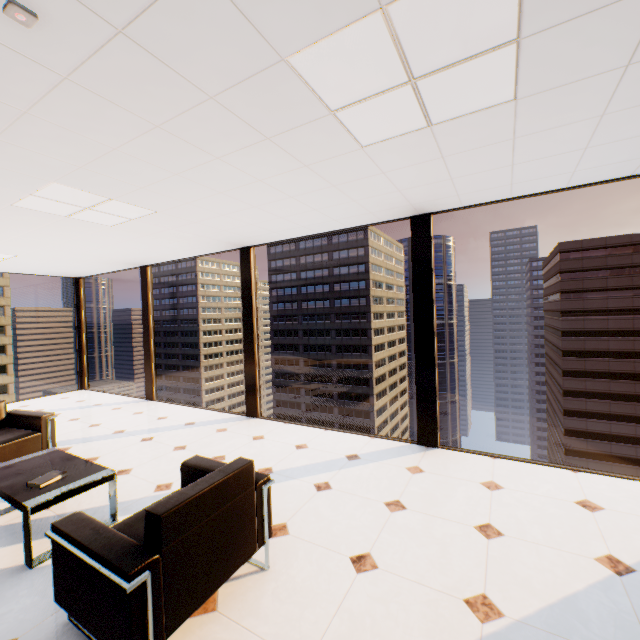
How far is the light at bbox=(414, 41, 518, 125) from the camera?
1.6 meters

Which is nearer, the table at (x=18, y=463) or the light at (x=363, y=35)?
the light at (x=363, y=35)

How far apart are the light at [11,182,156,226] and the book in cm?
251

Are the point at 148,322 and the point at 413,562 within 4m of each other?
no

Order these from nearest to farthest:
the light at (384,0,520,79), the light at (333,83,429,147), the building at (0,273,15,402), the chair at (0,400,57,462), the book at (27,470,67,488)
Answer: the light at (384,0,520,79)
the light at (333,83,429,147)
the book at (27,470,67,488)
the chair at (0,400,57,462)
the building at (0,273,15,402)

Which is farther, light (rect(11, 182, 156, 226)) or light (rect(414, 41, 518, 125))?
light (rect(11, 182, 156, 226))

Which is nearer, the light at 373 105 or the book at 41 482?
the light at 373 105

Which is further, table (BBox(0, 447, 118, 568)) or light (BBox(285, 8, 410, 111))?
table (BBox(0, 447, 118, 568))
